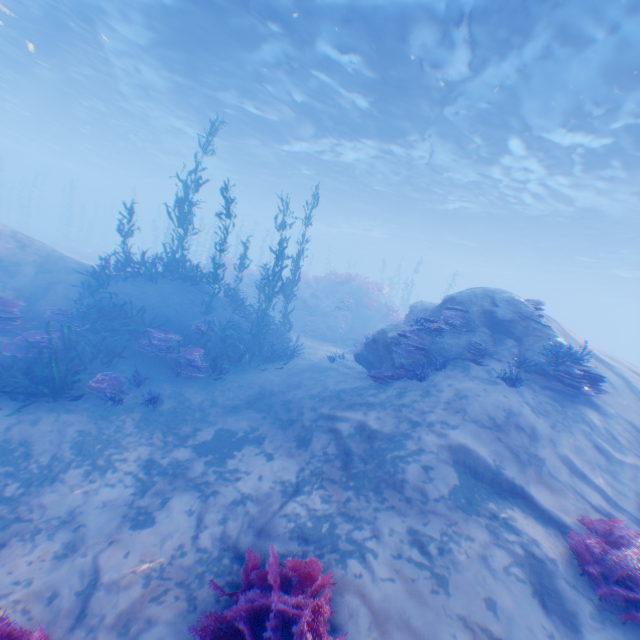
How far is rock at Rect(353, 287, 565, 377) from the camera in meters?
9.2

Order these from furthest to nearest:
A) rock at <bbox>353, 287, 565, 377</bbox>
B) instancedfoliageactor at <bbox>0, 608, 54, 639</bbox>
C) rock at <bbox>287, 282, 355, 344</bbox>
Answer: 1. rock at <bbox>287, 282, 355, 344</bbox>
2. rock at <bbox>353, 287, 565, 377</bbox>
3. instancedfoliageactor at <bbox>0, 608, 54, 639</bbox>

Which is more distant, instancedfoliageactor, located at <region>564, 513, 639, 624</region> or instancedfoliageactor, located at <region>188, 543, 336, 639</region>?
instancedfoliageactor, located at <region>564, 513, 639, 624</region>

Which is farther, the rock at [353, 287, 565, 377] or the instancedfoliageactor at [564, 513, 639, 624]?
the rock at [353, 287, 565, 377]

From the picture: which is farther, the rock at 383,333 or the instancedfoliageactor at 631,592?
the rock at 383,333

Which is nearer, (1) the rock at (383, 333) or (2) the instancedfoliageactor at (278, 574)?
(2) the instancedfoliageactor at (278, 574)

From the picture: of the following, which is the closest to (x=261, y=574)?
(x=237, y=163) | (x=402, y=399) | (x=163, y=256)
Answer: (x=402, y=399)

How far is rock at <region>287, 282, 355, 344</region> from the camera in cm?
1969
